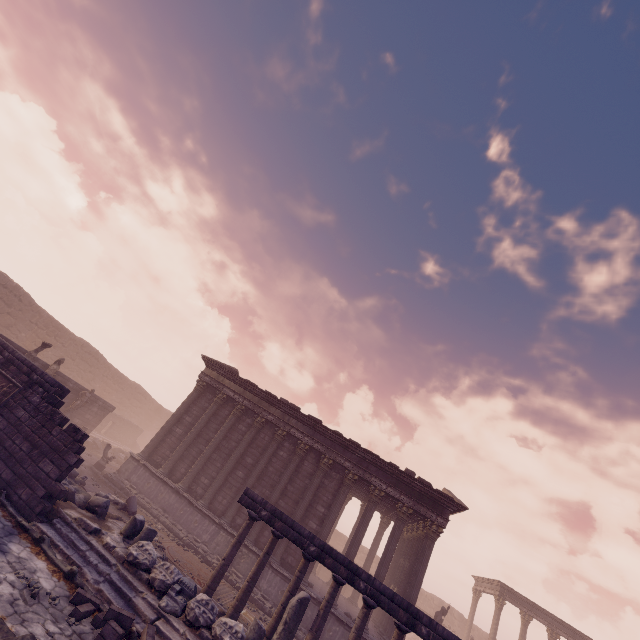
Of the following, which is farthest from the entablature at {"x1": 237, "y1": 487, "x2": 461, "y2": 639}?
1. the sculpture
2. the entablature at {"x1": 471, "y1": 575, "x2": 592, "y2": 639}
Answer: the entablature at {"x1": 471, "y1": 575, "x2": 592, "y2": 639}

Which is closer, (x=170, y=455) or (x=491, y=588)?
(x=170, y=455)

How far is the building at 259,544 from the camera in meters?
13.5 m

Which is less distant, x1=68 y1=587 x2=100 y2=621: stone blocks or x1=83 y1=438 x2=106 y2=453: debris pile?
x1=68 y1=587 x2=100 y2=621: stone blocks

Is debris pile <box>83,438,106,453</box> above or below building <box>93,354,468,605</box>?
below

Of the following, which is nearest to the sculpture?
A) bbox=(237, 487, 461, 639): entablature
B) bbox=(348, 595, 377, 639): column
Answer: bbox=(237, 487, 461, 639): entablature

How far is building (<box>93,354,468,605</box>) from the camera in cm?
1466

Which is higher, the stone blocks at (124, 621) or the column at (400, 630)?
the column at (400, 630)
